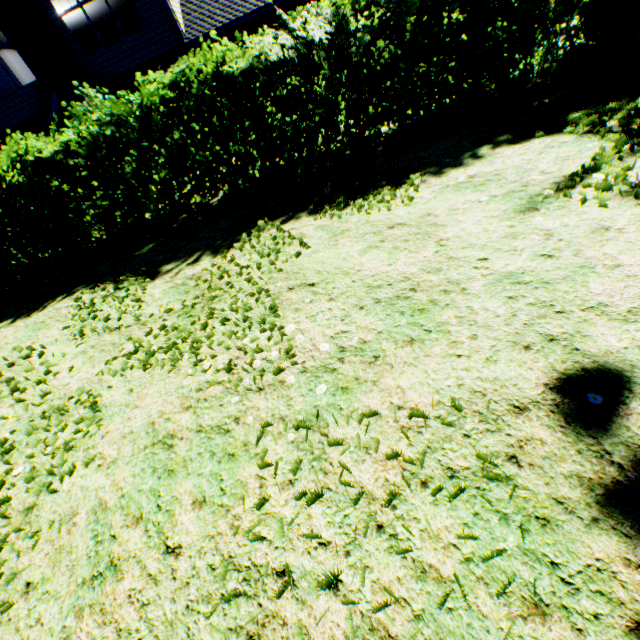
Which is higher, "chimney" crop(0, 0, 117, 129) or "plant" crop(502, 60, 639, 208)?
"chimney" crop(0, 0, 117, 129)

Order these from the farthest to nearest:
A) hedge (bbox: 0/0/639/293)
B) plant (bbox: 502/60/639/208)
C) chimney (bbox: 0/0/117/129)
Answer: chimney (bbox: 0/0/117/129)
hedge (bbox: 0/0/639/293)
plant (bbox: 502/60/639/208)

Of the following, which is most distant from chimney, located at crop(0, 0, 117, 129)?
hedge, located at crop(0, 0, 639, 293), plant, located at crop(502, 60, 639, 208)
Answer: plant, located at crop(502, 60, 639, 208)

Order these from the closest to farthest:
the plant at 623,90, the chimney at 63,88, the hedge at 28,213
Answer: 1. the plant at 623,90
2. the hedge at 28,213
3. the chimney at 63,88

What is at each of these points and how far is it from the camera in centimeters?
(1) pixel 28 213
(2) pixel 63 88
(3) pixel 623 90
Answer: (1) hedge, 685cm
(2) chimney, 1240cm
(3) plant, 427cm

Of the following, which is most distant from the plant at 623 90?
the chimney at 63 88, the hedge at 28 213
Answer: the chimney at 63 88

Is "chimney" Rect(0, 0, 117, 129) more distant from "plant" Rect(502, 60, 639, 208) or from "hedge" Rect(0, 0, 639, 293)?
"plant" Rect(502, 60, 639, 208)
